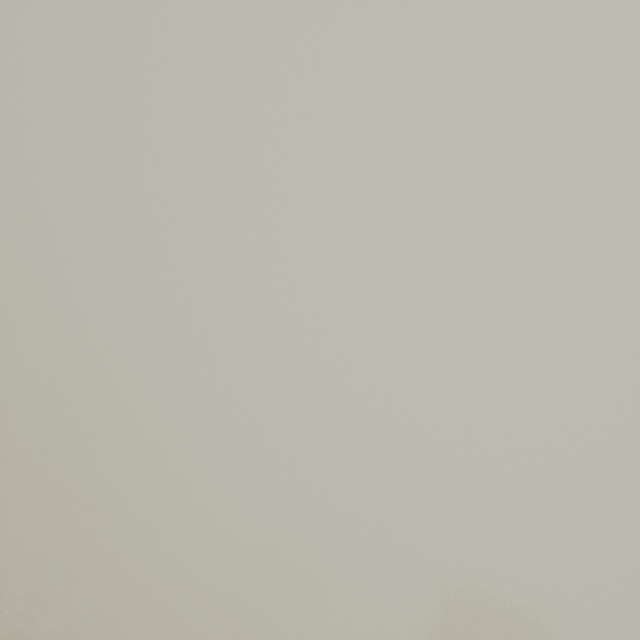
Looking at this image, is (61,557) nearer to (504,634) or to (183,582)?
(504,634)
